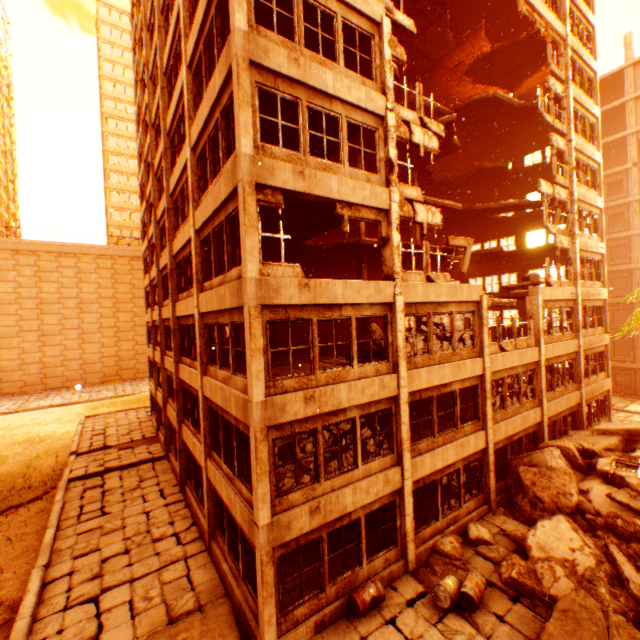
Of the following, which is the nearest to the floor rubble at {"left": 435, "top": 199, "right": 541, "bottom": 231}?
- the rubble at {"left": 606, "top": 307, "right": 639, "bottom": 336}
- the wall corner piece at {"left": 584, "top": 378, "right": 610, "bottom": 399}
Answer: the rubble at {"left": 606, "top": 307, "right": 639, "bottom": 336}

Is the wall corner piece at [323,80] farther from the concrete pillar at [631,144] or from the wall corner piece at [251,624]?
the concrete pillar at [631,144]

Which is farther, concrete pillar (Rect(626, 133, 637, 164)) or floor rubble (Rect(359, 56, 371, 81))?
concrete pillar (Rect(626, 133, 637, 164))

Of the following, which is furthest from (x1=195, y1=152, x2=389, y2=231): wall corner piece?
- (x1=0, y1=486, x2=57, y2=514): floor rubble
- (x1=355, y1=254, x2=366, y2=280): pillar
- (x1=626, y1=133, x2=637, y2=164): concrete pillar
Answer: (x1=626, y1=133, x2=637, y2=164): concrete pillar

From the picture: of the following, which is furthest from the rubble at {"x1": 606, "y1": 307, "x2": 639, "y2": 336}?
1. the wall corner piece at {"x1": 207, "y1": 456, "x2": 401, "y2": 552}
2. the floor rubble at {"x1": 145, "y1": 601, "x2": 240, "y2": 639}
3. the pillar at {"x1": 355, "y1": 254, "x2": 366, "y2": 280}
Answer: the pillar at {"x1": 355, "y1": 254, "x2": 366, "y2": 280}

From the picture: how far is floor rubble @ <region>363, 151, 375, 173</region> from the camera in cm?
1931

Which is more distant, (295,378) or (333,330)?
(333,330)

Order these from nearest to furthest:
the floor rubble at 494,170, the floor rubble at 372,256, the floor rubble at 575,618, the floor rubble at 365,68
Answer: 1. the floor rubble at 575,618
2. the floor rubble at 365,68
3. the floor rubble at 372,256
4. the floor rubble at 494,170
